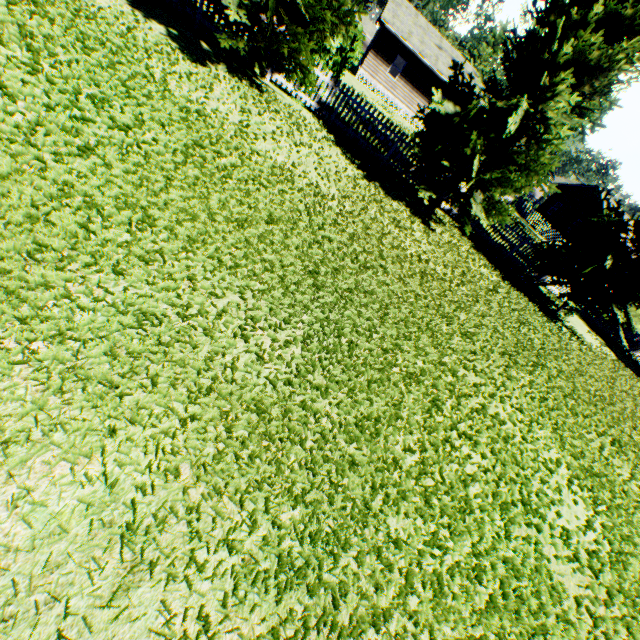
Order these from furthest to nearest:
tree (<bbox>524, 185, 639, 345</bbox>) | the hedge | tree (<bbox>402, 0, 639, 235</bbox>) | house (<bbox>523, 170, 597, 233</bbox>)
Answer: house (<bbox>523, 170, 597, 233</bbox>)
tree (<bbox>524, 185, 639, 345</bbox>)
the hedge
tree (<bbox>402, 0, 639, 235</bbox>)

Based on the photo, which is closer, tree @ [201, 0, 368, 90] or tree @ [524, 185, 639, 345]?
tree @ [201, 0, 368, 90]

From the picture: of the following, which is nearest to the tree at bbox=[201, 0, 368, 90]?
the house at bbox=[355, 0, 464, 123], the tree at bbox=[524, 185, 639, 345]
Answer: the tree at bbox=[524, 185, 639, 345]

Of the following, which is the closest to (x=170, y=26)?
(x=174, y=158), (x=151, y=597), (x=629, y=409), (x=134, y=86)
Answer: (x=134, y=86)

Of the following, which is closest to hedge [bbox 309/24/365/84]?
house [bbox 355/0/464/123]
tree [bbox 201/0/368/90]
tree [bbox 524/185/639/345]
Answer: house [bbox 355/0/464/123]

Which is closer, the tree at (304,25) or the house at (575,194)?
the tree at (304,25)

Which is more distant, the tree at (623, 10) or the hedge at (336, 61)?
the hedge at (336, 61)

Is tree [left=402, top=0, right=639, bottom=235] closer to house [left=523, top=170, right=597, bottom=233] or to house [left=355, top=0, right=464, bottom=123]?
house [left=523, top=170, right=597, bottom=233]
